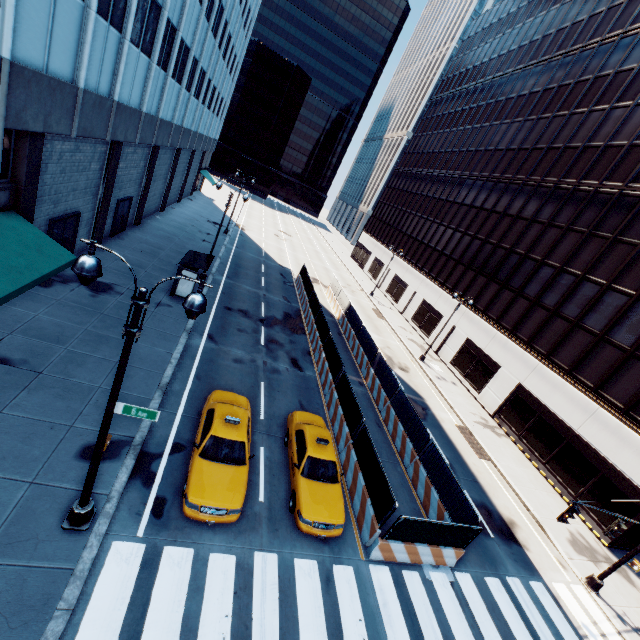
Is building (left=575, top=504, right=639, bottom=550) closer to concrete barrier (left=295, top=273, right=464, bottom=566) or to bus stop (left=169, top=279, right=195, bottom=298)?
concrete barrier (left=295, top=273, right=464, bottom=566)

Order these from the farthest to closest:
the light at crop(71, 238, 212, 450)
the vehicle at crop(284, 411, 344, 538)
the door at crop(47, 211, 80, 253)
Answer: the door at crop(47, 211, 80, 253), the vehicle at crop(284, 411, 344, 538), the light at crop(71, 238, 212, 450)

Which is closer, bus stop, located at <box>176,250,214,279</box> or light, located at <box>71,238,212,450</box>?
light, located at <box>71,238,212,450</box>

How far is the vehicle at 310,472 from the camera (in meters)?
10.70

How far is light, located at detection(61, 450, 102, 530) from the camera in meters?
7.6

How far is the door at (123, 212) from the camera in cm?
2320

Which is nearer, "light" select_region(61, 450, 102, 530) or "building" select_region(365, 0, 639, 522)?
"light" select_region(61, 450, 102, 530)

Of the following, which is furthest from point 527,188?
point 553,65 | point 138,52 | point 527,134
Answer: point 138,52
